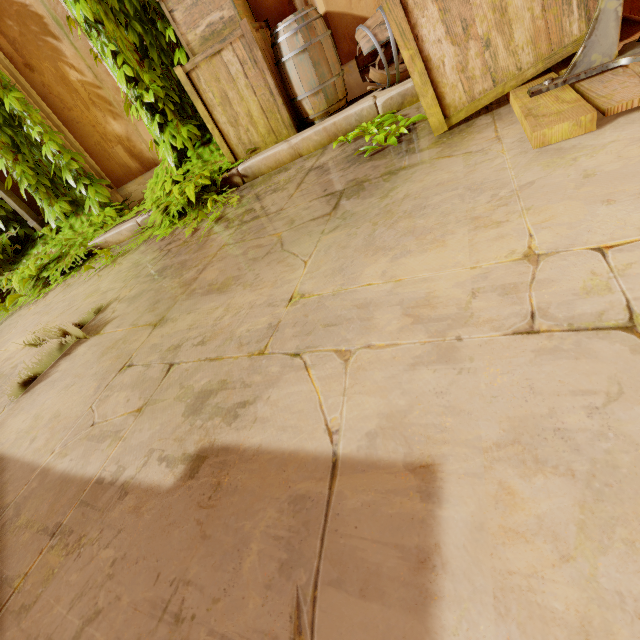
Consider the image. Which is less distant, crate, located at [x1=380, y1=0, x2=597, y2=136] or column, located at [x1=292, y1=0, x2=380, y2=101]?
crate, located at [x1=380, y1=0, x2=597, y2=136]

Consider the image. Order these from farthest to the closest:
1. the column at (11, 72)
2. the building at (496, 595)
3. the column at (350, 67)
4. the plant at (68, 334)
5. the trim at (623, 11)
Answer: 1. the column at (11, 72)
2. the column at (350, 67)
3. the plant at (68, 334)
4. the trim at (623, 11)
5. the building at (496, 595)

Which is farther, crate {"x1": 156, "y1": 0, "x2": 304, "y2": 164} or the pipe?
the pipe

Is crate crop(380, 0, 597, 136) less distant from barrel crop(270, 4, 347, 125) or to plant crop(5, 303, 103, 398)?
barrel crop(270, 4, 347, 125)

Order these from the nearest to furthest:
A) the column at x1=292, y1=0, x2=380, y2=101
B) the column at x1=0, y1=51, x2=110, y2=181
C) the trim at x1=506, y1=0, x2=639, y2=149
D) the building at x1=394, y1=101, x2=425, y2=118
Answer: the trim at x1=506, y1=0, x2=639, y2=149 → the building at x1=394, y1=101, x2=425, y2=118 → the column at x1=292, y1=0, x2=380, y2=101 → the column at x1=0, y1=51, x2=110, y2=181

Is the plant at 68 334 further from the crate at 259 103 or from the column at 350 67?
the column at 350 67

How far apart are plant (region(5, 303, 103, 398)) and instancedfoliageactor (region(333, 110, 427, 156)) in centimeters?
235cm

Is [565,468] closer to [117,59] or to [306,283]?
[306,283]
